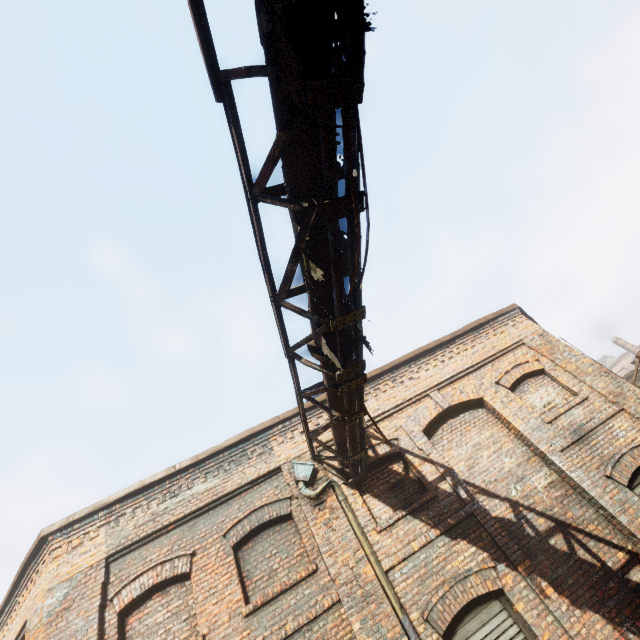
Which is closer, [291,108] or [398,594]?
[291,108]
